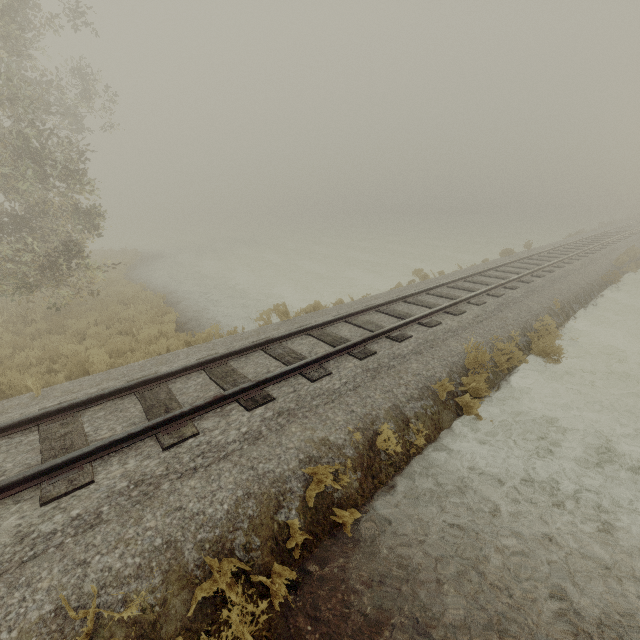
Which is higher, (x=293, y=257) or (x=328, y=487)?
(x=328, y=487)
